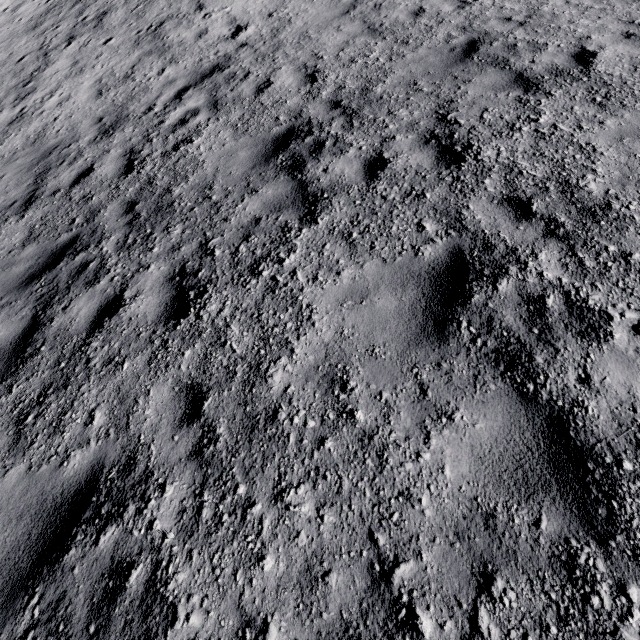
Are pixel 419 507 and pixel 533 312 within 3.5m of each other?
yes
